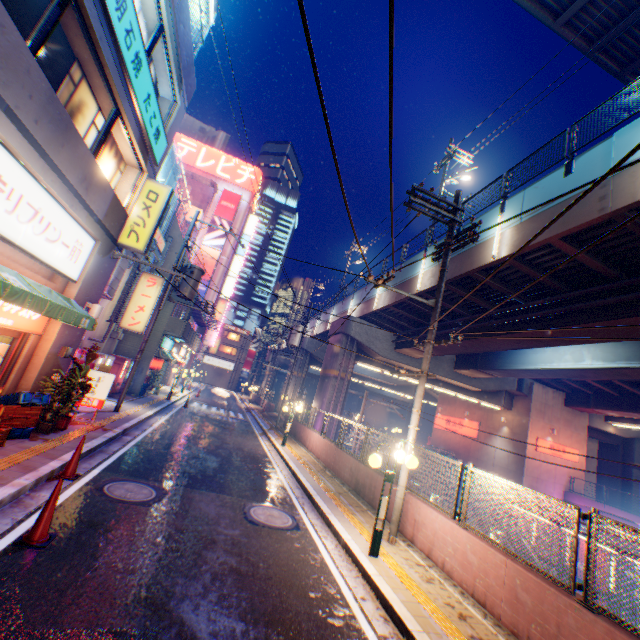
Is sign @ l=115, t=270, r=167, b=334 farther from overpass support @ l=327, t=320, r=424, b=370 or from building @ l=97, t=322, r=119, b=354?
overpass support @ l=327, t=320, r=424, b=370

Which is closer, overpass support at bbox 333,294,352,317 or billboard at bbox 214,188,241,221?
overpass support at bbox 333,294,352,317

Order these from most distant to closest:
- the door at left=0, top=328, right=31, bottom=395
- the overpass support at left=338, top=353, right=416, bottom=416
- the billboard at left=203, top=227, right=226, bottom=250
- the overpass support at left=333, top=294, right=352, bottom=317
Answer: the billboard at left=203, top=227, right=226, bottom=250 → the overpass support at left=333, top=294, right=352, bottom=317 → the overpass support at left=338, top=353, right=416, bottom=416 → the door at left=0, top=328, right=31, bottom=395

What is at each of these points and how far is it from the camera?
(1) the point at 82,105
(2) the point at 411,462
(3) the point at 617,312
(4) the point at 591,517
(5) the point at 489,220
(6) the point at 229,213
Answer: (1) window glass, 7.6 meters
(2) street lamp, 6.9 meters
(3) overpass support, 10.6 meters
(4) metal fence, 4.7 meters
(5) overpass support, 12.9 meters
(6) billboard, 44.8 meters

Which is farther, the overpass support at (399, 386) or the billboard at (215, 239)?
the billboard at (215, 239)

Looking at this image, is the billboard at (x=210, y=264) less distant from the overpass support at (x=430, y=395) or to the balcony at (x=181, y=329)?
the balcony at (x=181, y=329)

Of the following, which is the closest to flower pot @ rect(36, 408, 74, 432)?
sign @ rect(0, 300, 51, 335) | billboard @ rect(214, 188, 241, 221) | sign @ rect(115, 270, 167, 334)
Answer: sign @ rect(0, 300, 51, 335)

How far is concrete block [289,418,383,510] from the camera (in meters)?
10.28
